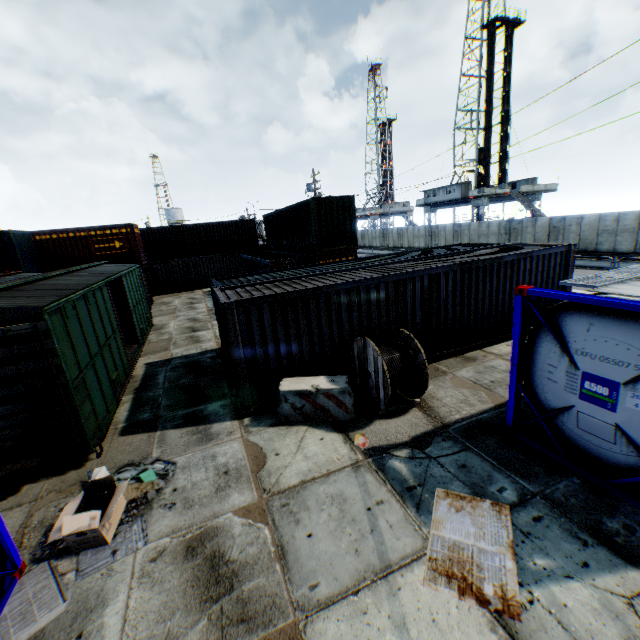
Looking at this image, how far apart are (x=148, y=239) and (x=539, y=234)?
35.0m

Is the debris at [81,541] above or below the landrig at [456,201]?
below

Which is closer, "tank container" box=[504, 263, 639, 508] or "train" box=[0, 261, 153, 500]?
"tank container" box=[504, 263, 639, 508]

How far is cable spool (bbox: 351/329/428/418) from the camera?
7.2 meters

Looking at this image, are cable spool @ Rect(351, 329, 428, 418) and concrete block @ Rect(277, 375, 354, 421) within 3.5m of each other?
yes

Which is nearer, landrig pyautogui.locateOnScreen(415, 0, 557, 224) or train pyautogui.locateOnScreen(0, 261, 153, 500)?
train pyautogui.locateOnScreen(0, 261, 153, 500)

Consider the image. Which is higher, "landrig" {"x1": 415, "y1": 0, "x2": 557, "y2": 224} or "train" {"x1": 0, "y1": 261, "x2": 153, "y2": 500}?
"landrig" {"x1": 415, "y1": 0, "x2": 557, "y2": 224}

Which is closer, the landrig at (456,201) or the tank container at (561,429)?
the tank container at (561,429)
